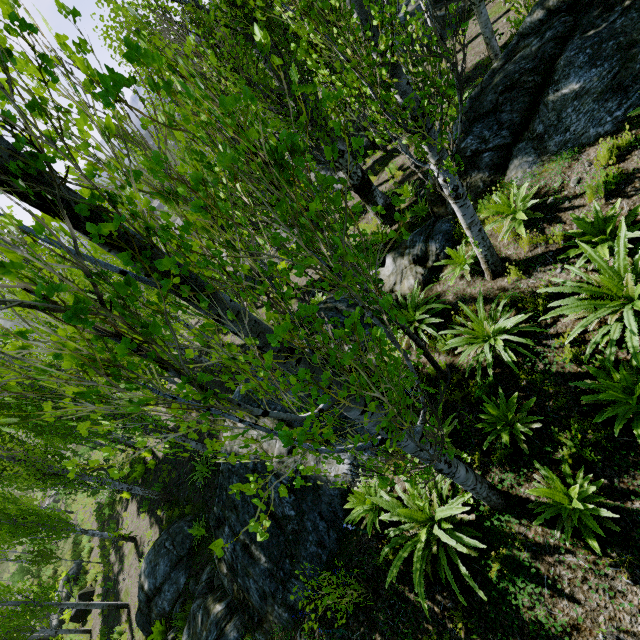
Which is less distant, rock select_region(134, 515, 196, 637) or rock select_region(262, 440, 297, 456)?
rock select_region(262, 440, 297, 456)

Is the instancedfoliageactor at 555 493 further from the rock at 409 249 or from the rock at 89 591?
the rock at 89 591

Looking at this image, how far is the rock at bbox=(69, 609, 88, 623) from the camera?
16.30m

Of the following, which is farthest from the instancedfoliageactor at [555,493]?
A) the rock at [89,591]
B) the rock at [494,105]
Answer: the rock at [89,591]

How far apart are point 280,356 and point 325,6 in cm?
334

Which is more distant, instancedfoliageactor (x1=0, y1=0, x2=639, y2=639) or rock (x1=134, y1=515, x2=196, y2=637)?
rock (x1=134, y1=515, x2=196, y2=637)

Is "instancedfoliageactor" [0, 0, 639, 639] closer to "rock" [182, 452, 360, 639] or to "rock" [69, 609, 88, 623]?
"rock" [182, 452, 360, 639]
